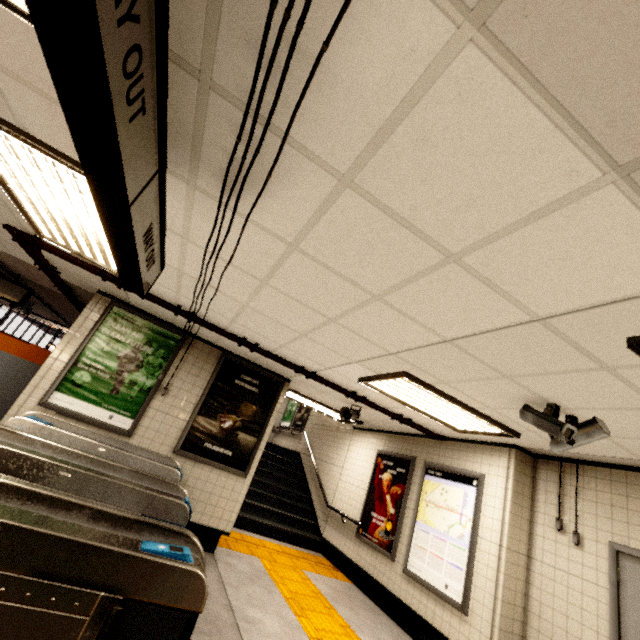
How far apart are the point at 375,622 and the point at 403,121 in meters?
6.5 m

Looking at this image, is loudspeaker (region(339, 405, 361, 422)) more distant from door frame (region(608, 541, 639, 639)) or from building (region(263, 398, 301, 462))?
building (region(263, 398, 301, 462))

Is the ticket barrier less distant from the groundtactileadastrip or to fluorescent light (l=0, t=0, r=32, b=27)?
the groundtactileadastrip

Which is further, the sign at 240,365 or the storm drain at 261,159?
the sign at 240,365

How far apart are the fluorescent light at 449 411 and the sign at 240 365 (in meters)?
2.04

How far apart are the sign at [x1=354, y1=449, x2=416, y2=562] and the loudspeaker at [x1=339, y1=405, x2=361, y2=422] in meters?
1.4 m

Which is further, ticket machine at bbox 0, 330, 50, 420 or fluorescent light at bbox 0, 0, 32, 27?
ticket machine at bbox 0, 330, 50, 420

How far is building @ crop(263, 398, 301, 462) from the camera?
11.63m
